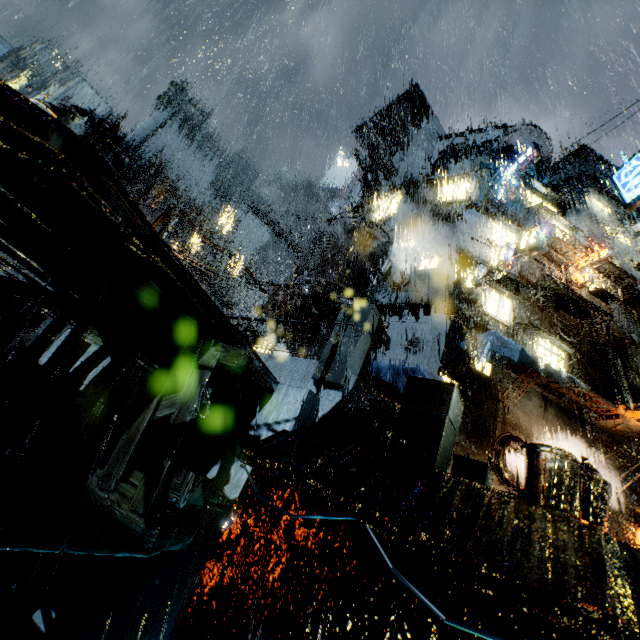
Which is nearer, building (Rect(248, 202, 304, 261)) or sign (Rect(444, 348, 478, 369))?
sign (Rect(444, 348, 478, 369))

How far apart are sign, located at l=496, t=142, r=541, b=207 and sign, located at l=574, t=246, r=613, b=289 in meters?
6.7 m

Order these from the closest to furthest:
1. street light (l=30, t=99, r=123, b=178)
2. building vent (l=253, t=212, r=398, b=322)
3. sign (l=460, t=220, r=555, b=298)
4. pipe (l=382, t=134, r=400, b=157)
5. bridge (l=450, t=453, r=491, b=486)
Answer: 1. bridge (l=450, t=453, r=491, b=486)
2. street light (l=30, t=99, r=123, b=178)
3. sign (l=460, t=220, r=555, b=298)
4. building vent (l=253, t=212, r=398, b=322)
5. pipe (l=382, t=134, r=400, b=157)

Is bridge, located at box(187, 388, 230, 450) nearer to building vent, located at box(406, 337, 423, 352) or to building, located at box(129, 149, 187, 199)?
building, located at box(129, 149, 187, 199)

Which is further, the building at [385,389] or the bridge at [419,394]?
the building at [385,389]

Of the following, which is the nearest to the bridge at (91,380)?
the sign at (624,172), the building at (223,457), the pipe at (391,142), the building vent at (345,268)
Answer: the building at (223,457)

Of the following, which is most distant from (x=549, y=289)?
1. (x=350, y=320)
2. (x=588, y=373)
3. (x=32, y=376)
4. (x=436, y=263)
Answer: (x=32, y=376)

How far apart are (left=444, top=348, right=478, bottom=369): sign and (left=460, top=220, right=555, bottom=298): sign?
4.53m
